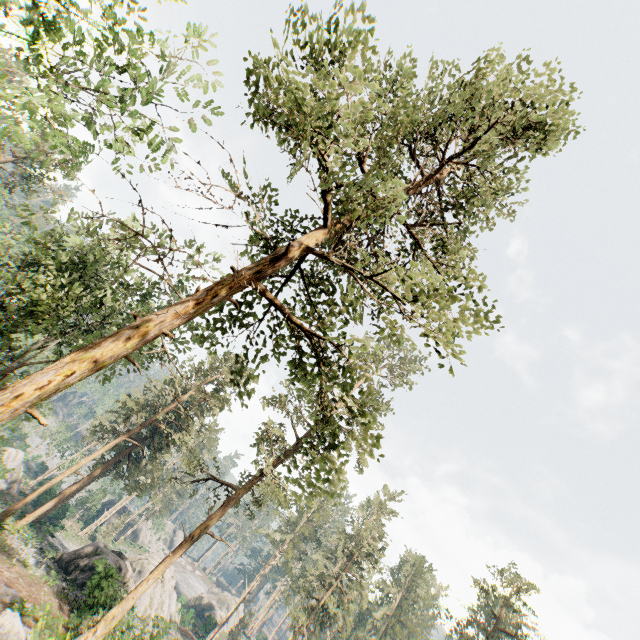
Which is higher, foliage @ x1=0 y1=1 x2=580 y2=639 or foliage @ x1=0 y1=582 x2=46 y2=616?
foliage @ x1=0 y1=1 x2=580 y2=639

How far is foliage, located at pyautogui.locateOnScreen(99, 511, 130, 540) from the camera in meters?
54.5 m

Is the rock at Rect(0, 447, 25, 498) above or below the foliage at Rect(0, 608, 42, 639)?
below

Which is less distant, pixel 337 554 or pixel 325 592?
pixel 325 592

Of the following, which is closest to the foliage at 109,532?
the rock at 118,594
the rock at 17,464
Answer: the rock at 17,464

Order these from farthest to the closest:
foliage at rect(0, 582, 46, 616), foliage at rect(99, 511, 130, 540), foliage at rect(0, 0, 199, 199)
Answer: foliage at rect(99, 511, 130, 540)
foliage at rect(0, 582, 46, 616)
foliage at rect(0, 0, 199, 199)

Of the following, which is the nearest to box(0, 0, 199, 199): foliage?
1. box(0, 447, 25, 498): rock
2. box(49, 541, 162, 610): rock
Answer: box(0, 447, 25, 498): rock

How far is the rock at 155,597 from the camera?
34.2m
